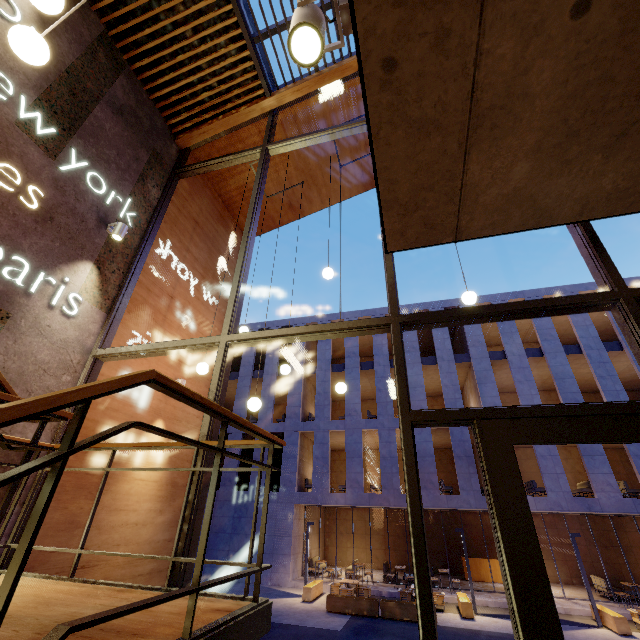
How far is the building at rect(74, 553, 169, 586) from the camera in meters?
3.9 m

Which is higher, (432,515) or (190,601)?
(432,515)

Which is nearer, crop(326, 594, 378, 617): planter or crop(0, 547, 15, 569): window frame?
crop(0, 547, 15, 569): window frame

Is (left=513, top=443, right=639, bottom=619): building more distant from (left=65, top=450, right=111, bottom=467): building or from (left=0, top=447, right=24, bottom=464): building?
(left=0, top=447, right=24, bottom=464): building

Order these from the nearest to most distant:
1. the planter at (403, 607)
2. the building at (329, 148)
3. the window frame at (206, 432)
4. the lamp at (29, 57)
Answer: the lamp at (29, 57), the window frame at (206, 432), the building at (329, 148), the planter at (403, 607)

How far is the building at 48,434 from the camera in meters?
3.6 m

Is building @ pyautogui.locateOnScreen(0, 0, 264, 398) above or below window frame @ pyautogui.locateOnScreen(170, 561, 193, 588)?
above

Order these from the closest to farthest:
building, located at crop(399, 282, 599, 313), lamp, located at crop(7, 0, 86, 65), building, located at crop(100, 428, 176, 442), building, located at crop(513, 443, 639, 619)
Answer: lamp, located at crop(7, 0, 86, 65), building, located at crop(100, 428, 176, 442), building, located at crop(513, 443, 639, 619), building, located at crop(399, 282, 599, 313)
